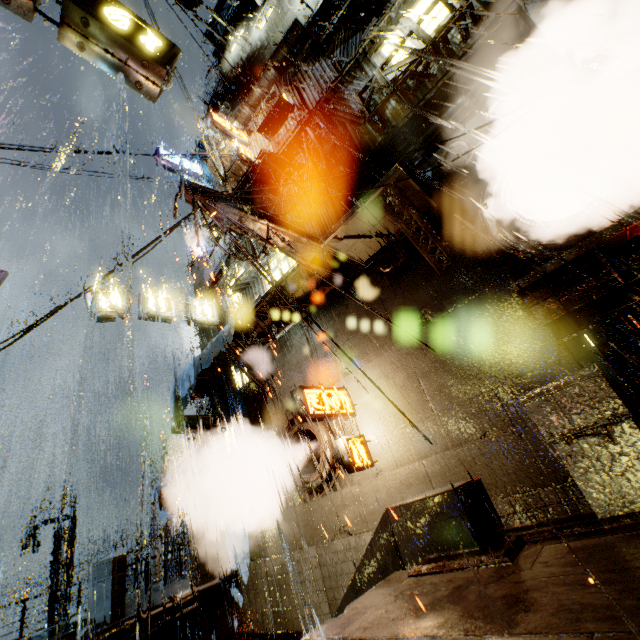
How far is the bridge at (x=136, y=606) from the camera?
11.6m

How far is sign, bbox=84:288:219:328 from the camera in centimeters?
1304cm

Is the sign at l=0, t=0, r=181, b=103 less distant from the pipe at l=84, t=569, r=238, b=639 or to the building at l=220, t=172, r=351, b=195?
the building at l=220, t=172, r=351, b=195

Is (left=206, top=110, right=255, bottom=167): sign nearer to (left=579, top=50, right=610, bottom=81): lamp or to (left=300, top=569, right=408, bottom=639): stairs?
(left=579, top=50, right=610, bottom=81): lamp

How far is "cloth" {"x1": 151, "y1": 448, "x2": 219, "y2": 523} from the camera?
12.4m

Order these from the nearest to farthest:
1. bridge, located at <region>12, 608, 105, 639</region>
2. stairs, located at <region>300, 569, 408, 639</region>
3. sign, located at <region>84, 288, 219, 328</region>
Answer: stairs, located at <region>300, 569, 408, 639</region> → bridge, located at <region>12, 608, 105, 639</region> → sign, located at <region>84, 288, 219, 328</region>

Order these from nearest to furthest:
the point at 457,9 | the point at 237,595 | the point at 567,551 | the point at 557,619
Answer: the point at 557,619, the point at 567,551, the point at 457,9, the point at 237,595

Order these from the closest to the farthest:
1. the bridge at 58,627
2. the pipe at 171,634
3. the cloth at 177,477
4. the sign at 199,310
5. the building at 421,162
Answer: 1. the building at 421,162
2. the pipe at 171,634
3. the bridge at 58,627
4. the cloth at 177,477
5. the sign at 199,310
